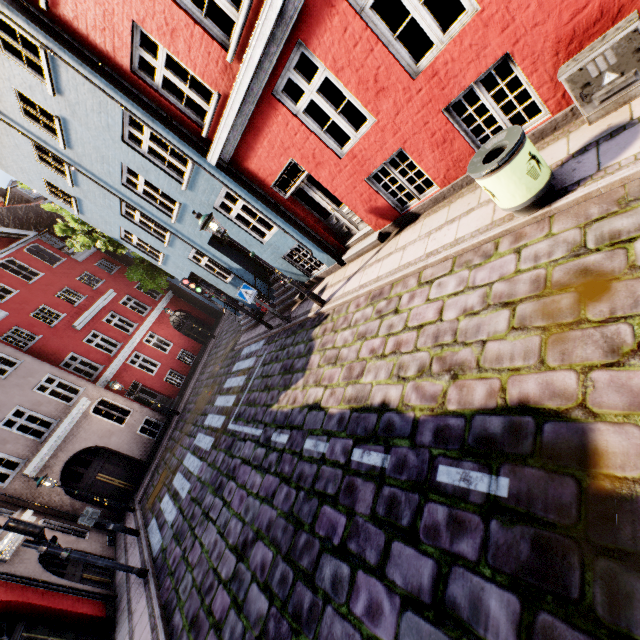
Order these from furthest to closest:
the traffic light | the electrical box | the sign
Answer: the sign, the traffic light, the electrical box

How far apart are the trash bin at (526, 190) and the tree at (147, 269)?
15.9 meters

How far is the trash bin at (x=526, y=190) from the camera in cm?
386

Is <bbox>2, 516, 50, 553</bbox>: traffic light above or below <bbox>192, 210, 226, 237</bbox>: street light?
below

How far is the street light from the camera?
7.49m

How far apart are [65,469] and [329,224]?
22.53m

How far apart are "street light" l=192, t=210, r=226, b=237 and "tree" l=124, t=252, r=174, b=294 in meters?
10.2 m

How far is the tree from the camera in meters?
15.7 m
